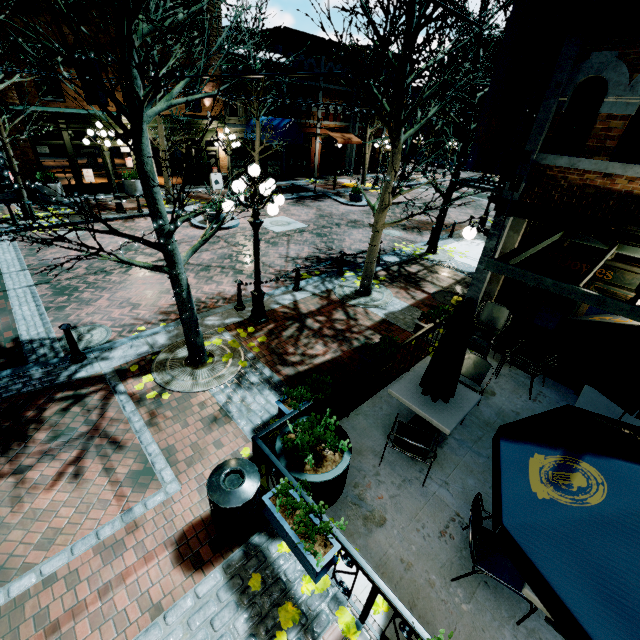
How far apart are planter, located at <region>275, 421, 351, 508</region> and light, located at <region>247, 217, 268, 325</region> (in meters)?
3.26

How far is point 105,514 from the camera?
4.2m

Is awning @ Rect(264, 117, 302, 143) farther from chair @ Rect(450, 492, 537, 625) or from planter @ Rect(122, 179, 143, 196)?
chair @ Rect(450, 492, 537, 625)

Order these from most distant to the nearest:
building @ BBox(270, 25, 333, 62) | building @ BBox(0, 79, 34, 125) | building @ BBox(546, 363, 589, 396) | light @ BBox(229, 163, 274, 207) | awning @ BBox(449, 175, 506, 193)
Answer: building @ BBox(270, 25, 333, 62) → building @ BBox(0, 79, 34, 125) → awning @ BBox(449, 175, 506, 193) → building @ BBox(546, 363, 589, 396) → light @ BBox(229, 163, 274, 207)

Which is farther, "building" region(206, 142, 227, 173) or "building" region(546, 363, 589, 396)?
"building" region(206, 142, 227, 173)

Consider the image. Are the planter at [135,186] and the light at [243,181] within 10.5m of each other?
no

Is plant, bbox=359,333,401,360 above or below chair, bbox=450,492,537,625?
above

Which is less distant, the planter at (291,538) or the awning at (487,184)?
the planter at (291,538)
